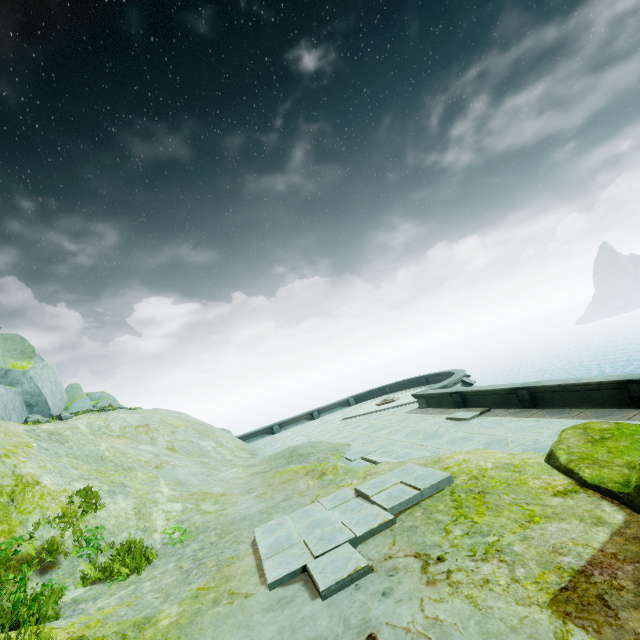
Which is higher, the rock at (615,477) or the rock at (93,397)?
the rock at (93,397)

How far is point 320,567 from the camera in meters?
5.0 m

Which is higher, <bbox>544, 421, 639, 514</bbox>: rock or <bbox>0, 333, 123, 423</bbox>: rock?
<bbox>0, 333, 123, 423</bbox>: rock

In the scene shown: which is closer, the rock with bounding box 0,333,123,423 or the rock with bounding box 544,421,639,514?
the rock with bounding box 544,421,639,514

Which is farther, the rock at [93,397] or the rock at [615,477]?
the rock at [93,397]
